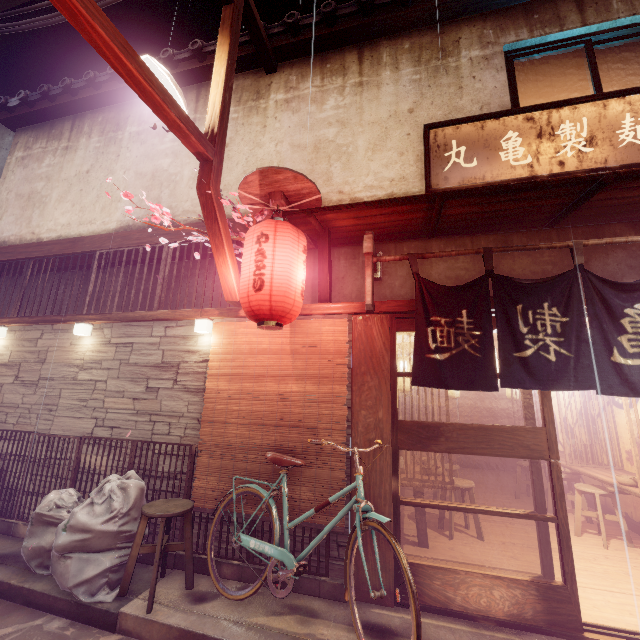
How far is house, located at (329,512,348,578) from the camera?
5.8 meters

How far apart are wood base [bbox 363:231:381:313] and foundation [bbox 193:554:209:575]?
4.9m

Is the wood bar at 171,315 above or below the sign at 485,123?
below

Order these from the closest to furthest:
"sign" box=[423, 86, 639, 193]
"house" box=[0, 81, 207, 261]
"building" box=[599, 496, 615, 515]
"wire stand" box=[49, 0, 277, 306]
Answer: "wire stand" box=[49, 0, 277, 306] → "sign" box=[423, 86, 639, 193] → "house" box=[0, 81, 207, 261] → "building" box=[599, 496, 615, 515]

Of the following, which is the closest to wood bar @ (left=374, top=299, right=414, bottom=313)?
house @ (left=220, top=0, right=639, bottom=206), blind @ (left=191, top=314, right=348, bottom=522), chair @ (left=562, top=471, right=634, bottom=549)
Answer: blind @ (left=191, top=314, right=348, bottom=522)

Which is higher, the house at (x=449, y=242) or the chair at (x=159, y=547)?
the house at (x=449, y=242)

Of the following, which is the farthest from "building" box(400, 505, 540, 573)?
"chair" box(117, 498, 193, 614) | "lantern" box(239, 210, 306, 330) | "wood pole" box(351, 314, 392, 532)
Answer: "chair" box(117, 498, 193, 614)

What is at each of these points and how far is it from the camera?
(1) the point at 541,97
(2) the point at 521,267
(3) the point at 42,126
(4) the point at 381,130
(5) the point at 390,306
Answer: (1) blind, 7.9m
(2) house, 6.7m
(3) house, 12.2m
(4) house, 8.2m
(5) wood bar, 6.6m
